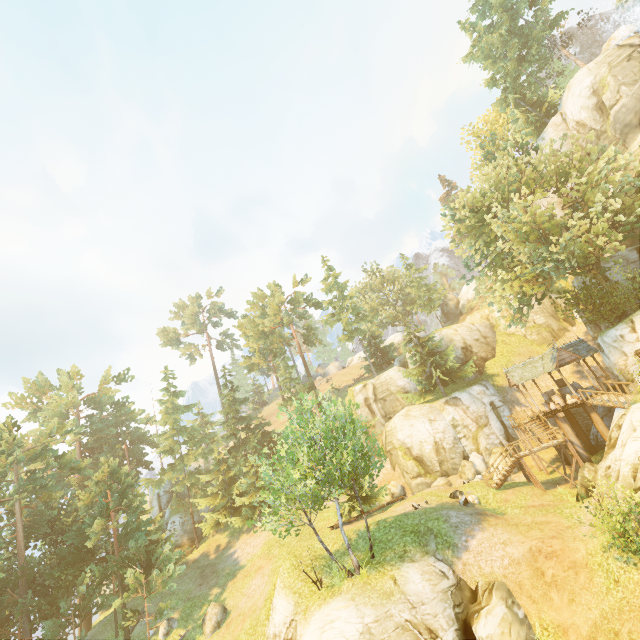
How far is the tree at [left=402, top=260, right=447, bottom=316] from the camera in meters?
47.7

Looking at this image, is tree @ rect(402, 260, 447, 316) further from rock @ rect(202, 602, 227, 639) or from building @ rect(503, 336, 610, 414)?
building @ rect(503, 336, 610, 414)

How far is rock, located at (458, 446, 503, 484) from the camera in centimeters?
2792cm

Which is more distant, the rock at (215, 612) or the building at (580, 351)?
the building at (580, 351)

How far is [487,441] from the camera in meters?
29.9 m

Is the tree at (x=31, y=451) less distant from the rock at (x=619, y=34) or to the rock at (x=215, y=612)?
the rock at (x=215, y=612)

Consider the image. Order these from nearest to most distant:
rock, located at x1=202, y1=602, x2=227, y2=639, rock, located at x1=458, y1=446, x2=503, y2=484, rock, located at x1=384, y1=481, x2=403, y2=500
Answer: rock, located at x1=202, y1=602, x2=227, y2=639 → rock, located at x1=458, y1=446, x2=503, y2=484 → rock, located at x1=384, y1=481, x2=403, y2=500

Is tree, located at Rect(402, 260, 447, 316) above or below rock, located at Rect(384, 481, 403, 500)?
above
